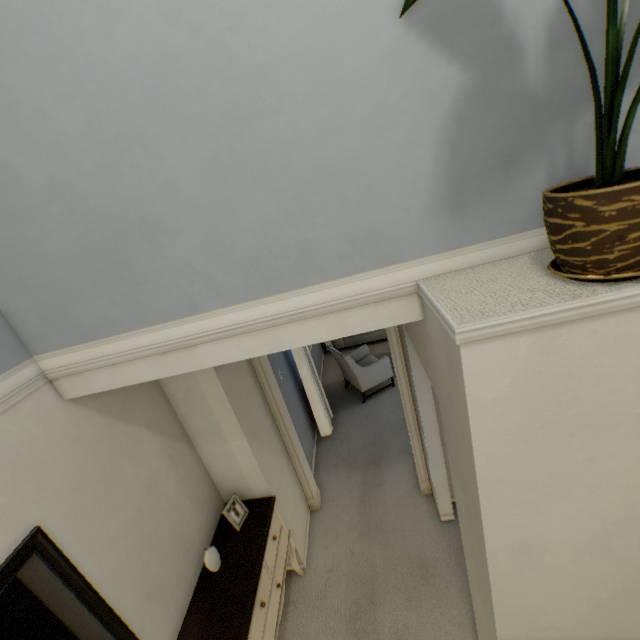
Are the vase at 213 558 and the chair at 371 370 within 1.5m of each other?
no

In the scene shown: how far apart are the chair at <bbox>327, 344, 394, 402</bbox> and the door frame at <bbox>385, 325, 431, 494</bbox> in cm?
153

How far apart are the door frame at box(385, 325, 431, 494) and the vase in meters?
1.1 m

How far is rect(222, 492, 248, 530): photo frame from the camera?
2.4m

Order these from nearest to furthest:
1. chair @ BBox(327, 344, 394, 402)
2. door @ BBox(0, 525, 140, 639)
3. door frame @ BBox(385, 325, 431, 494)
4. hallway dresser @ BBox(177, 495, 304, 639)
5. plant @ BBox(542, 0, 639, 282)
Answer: plant @ BBox(542, 0, 639, 282) < door @ BBox(0, 525, 140, 639) < hallway dresser @ BBox(177, 495, 304, 639) < door frame @ BBox(385, 325, 431, 494) < chair @ BBox(327, 344, 394, 402)

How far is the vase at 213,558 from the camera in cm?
209

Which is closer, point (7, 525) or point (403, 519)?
point (7, 525)

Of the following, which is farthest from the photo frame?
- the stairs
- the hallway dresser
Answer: the stairs
